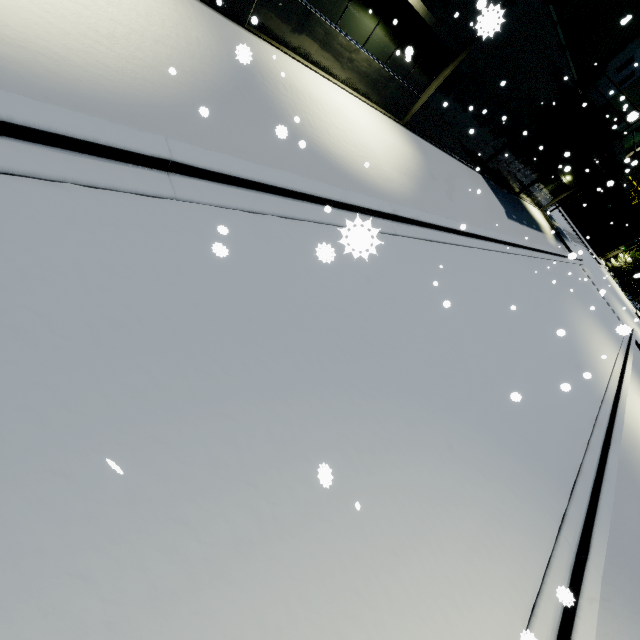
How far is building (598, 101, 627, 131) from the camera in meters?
17.4 m

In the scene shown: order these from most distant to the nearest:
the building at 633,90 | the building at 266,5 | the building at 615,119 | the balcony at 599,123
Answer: the building at 615,119, the building at 633,90, the balcony at 599,123, the building at 266,5

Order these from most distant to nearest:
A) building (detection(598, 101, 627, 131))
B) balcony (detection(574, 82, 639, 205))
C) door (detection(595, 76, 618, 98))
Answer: building (detection(598, 101, 627, 131)), door (detection(595, 76, 618, 98)), balcony (detection(574, 82, 639, 205))

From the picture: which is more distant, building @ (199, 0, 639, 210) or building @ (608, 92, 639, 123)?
building @ (199, 0, 639, 210)

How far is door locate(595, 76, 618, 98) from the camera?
15.2m

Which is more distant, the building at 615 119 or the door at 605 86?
the building at 615 119

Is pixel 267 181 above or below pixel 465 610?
above

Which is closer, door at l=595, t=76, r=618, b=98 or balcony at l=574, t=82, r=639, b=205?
balcony at l=574, t=82, r=639, b=205
